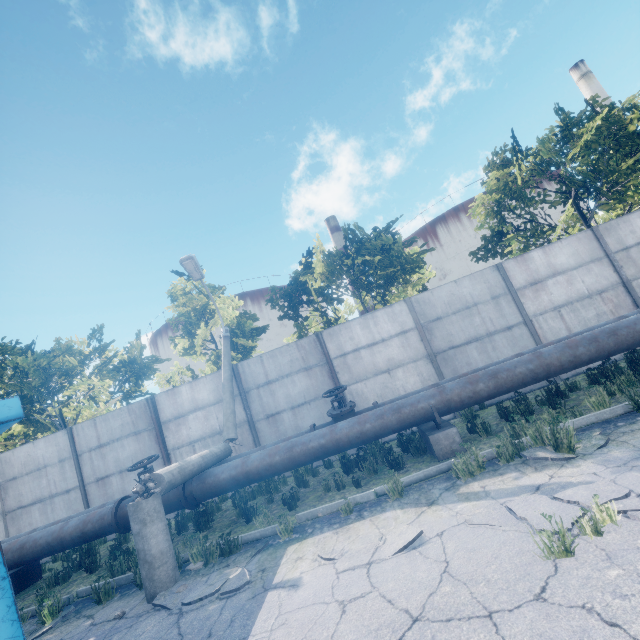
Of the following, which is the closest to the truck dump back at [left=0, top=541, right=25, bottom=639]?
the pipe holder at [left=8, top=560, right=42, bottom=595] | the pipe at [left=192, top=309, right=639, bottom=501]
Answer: the pipe at [left=192, top=309, right=639, bottom=501]

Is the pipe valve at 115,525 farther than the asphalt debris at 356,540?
Yes

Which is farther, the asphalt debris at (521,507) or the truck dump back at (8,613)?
the asphalt debris at (521,507)

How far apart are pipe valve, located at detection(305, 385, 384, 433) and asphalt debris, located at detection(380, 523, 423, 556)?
2.7 meters

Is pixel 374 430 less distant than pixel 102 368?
Yes

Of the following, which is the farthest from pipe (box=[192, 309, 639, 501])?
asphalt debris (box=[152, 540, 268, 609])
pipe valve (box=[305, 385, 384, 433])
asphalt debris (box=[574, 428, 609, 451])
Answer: asphalt debris (box=[574, 428, 609, 451])

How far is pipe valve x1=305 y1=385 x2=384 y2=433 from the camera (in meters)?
7.42

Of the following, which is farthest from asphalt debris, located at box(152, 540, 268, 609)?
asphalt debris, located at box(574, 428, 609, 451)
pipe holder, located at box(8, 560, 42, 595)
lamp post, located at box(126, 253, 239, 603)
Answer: pipe holder, located at box(8, 560, 42, 595)
